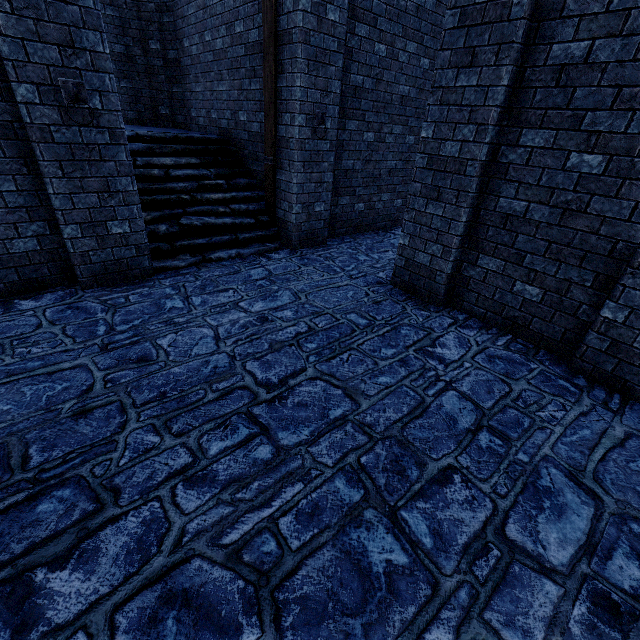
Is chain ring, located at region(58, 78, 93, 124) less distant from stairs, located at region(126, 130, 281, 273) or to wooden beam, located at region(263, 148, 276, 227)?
stairs, located at region(126, 130, 281, 273)

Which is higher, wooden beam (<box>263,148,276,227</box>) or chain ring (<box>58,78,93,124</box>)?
chain ring (<box>58,78,93,124</box>)

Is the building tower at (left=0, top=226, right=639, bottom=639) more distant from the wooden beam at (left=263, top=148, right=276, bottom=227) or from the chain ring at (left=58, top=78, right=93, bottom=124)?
the chain ring at (left=58, top=78, right=93, bottom=124)

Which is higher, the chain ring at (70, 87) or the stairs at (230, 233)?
the chain ring at (70, 87)

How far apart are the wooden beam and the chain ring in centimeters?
306cm

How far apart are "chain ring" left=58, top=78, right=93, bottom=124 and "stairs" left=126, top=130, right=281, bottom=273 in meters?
1.9

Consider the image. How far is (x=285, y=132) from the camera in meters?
5.8 m

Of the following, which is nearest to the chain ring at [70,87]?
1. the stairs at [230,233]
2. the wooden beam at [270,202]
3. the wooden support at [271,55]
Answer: the wooden support at [271,55]
